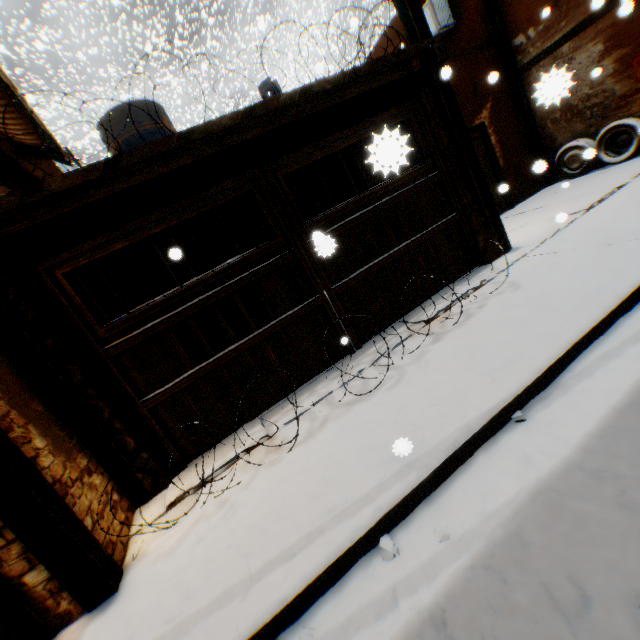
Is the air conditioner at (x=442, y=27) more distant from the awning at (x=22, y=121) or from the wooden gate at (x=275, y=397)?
the awning at (x=22, y=121)

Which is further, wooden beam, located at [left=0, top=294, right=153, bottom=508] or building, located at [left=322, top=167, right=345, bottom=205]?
building, located at [left=322, top=167, right=345, bottom=205]

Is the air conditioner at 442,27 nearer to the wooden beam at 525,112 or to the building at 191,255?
the building at 191,255

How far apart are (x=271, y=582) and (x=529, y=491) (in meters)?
→ 1.77

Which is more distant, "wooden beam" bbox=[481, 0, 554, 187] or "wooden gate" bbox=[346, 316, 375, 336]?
"wooden beam" bbox=[481, 0, 554, 187]

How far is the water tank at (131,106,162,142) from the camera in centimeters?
704cm

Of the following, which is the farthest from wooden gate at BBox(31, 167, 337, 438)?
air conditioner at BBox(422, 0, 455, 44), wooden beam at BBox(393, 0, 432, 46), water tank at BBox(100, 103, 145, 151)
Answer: air conditioner at BBox(422, 0, 455, 44)

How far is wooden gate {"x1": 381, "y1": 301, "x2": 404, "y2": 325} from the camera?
5.2m
